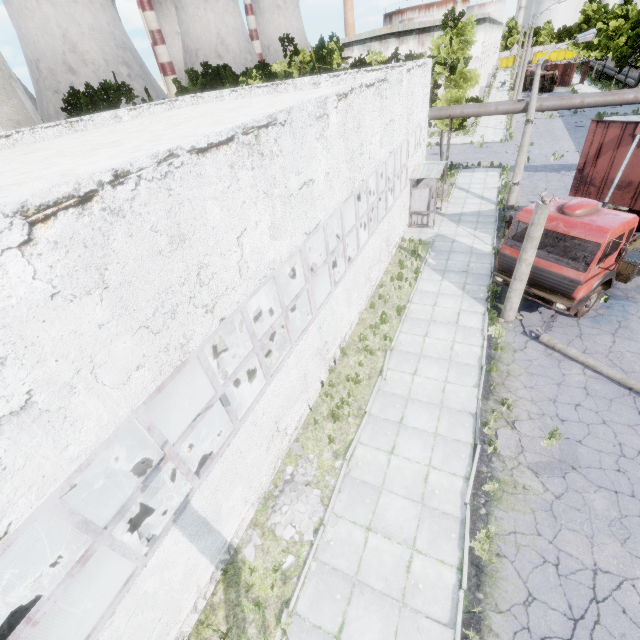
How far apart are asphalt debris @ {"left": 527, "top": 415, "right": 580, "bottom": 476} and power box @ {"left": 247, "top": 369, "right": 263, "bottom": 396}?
5.6m

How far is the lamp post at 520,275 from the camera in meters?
9.3

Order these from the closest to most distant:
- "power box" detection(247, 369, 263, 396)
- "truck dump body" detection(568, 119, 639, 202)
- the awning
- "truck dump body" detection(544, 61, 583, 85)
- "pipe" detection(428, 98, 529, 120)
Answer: "power box" detection(247, 369, 263, 396)
"truck dump body" detection(568, 119, 639, 202)
the awning
"pipe" detection(428, 98, 529, 120)
"truck dump body" detection(544, 61, 583, 85)

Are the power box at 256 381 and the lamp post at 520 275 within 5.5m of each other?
no

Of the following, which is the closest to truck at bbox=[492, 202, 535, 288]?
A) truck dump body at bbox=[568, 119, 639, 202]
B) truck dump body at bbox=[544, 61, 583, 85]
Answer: truck dump body at bbox=[568, 119, 639, 202]

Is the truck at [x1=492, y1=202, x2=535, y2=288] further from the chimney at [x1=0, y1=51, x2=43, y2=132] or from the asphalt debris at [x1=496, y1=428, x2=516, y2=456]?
the chimney at [x1=0, y1=51, x2=43, y2=132]

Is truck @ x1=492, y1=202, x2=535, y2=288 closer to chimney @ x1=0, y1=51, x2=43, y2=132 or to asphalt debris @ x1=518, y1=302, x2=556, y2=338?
asphalt debris @ x1=518, y1=302, x2=556, y2=338

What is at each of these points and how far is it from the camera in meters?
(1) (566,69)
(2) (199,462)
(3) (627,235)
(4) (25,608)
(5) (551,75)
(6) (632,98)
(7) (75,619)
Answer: (1) truck dump body, 53.1 m
(2) concrete debris, 9.3 m
(3) truck, 10.4 m
(4) boiler group, 4.8 m
(5) truck, 49.9 m
(6) pipe, 16.2 m
(7) boiler group, 5.2 m
